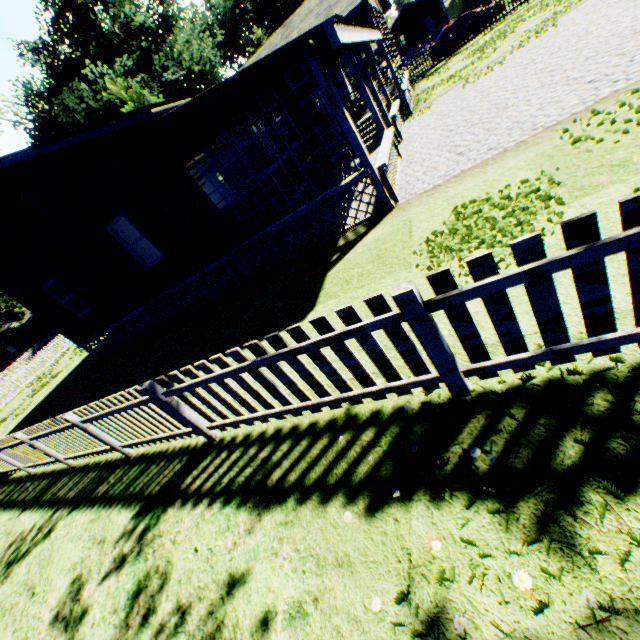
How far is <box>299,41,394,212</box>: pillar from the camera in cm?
592

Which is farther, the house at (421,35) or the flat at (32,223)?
the house at (421,35)

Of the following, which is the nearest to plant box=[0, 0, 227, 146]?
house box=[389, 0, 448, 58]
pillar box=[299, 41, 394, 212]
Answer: house box=[389, 0, 448, 58]

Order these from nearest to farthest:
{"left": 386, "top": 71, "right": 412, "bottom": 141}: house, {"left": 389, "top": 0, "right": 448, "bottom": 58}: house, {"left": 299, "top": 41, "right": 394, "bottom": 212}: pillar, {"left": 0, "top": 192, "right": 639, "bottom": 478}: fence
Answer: {"left": 0, "top": 192, "right": 639, "bottom": 478}: fence → {"left": 299, "top": 41, "right": 394, "bottom": 212}: pillar → {"left": 386, "top": 71, "right": 412, "bottom": 141}: house → {"left": 389, "top": 0, "right": 448, "bottom": 58}: house

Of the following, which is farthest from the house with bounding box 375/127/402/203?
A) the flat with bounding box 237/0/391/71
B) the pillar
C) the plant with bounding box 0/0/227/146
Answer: the plant with bounding box 0/0/227/146

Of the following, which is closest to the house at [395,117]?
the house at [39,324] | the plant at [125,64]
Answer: the plant at [125,64]

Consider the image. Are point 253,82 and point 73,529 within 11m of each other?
yes

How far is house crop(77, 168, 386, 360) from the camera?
7.5m
